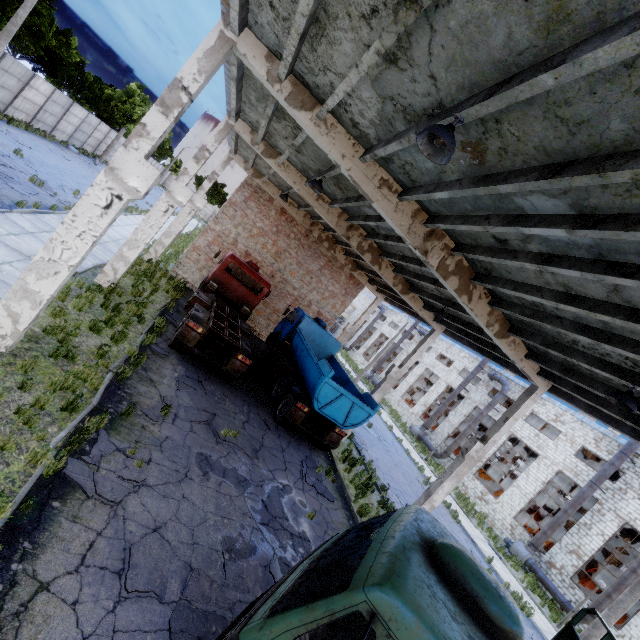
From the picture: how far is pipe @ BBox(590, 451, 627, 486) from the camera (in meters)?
21.25

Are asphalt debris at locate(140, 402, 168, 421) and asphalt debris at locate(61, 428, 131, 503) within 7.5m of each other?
yes

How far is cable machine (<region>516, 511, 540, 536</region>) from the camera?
26.0 meters

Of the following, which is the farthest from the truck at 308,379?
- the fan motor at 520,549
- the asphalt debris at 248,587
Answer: the fan motor at 520,549

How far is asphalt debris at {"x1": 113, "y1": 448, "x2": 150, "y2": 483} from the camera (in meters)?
6.19

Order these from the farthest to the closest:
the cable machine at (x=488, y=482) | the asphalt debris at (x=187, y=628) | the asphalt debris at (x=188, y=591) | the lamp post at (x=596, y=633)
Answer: the cable machine at (x=488, y=482) < the lamp post at (x=596, y=633) < the asphalt debris at (x=188, y=591) < the asphalt debris at (x=187, y=628)

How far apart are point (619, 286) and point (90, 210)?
9.59m

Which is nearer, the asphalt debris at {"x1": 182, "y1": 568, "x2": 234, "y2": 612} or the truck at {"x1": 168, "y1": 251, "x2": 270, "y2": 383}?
the asphalt debris at {"x1": 182, "y1": 568, "x2": 234, "y2": 612}
